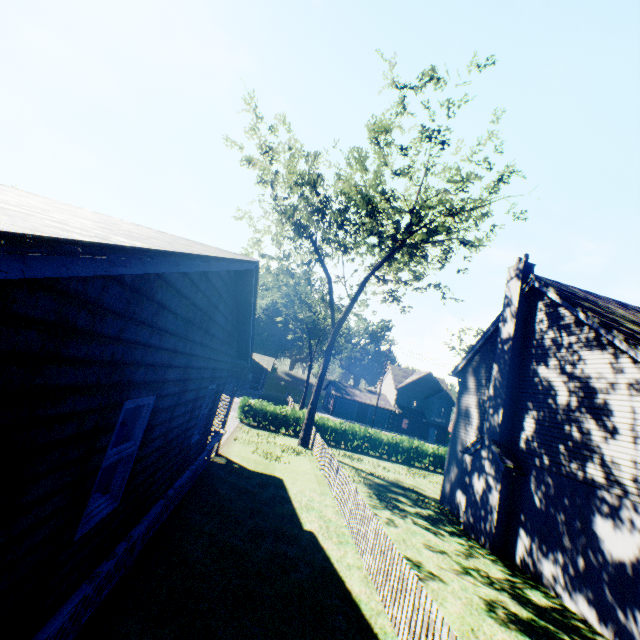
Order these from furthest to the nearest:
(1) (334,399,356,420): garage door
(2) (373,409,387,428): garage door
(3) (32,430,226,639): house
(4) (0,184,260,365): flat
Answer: (2) (373,409,387,428): garage door < (1) (334,399,356,420): garage door < (3) (32,430,226,639): house < (4) (0,184,260,365): flat

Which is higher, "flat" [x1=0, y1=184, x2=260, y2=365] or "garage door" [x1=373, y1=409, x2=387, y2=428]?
"flat" [x1=0, y1=184, x2=260, y2=365]

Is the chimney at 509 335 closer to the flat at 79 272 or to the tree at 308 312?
the tree at 308 312

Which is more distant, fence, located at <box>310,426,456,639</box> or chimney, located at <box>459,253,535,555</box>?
chimney, located at <box>459,253,535,555</box>

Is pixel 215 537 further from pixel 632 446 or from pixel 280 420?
pixel 280 420

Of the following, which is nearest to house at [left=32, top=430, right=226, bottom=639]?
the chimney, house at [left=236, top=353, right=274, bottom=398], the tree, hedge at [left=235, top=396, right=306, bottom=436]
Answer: the tree

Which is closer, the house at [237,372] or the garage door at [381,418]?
the house at [237,372]

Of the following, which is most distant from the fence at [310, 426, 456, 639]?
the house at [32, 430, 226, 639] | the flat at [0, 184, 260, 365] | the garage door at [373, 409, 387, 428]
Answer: the garage door at [373, 409, 387, 428]
